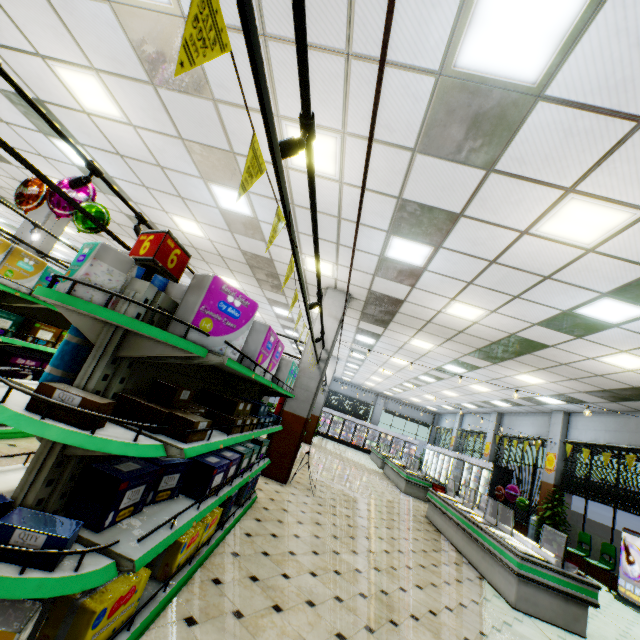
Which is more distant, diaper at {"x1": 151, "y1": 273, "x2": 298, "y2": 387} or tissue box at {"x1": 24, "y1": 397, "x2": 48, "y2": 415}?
diaper at {"x1": 151, "y1": 273, "x2": 298, "y2": 387}

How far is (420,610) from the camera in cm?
393

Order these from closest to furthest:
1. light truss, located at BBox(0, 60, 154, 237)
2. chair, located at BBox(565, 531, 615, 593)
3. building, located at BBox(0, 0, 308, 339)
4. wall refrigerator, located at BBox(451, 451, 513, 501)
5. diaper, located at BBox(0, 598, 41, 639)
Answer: diaper, located at BBox(0, 598, 41, 639) → light truss, located at BBox(0, 60, 154, 237) → building, located at BBox(0, 0, 308, 339) → chair, located at BBox(565, 531, 615, 593) → wall refrigerator, located at BBox(451, 451, 513, 501)

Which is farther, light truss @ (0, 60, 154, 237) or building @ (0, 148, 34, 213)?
building @ (0, 148, 34, 213)

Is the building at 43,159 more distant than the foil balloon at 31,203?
Yes

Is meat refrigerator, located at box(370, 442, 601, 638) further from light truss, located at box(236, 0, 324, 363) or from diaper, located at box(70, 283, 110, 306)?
diaper, located at box(70, 283, 110, 306)

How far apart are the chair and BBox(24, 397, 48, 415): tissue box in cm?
1279

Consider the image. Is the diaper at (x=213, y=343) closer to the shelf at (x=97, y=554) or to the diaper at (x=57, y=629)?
the shelf at (x=97, y=554)
